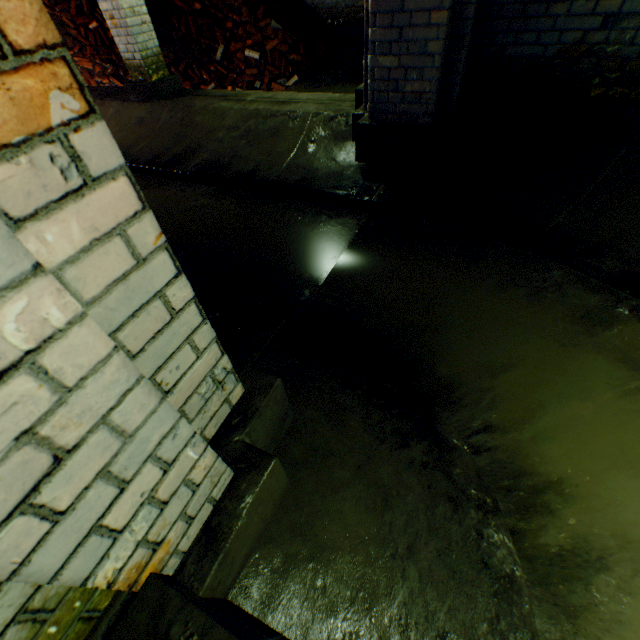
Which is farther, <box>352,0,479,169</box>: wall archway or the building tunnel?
<box>352,0,479,169</box>: wall archway

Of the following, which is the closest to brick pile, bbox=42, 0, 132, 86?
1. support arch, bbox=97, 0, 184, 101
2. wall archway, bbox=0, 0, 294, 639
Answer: support arch, bbox=97, 0, 184, 101

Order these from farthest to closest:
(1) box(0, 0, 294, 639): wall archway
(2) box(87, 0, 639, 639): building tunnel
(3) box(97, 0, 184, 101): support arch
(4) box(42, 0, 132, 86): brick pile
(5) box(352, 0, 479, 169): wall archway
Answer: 1. (4) box(42, 0, 132, 86): brick pile
2. (3) box(97, 0, 184, 101): support arch
3. (5) box(352, 0, 479, 169): wall archway
4. (2) box(87, 0, 639, 639): building tunnel
5. (1) box(0, 0, 294, 639): wall archway

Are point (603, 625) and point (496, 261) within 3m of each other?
yes

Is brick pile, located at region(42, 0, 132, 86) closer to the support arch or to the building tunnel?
the building tunnel

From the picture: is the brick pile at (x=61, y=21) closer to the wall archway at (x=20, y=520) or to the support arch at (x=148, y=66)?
the support arch at (x=148, y=66)

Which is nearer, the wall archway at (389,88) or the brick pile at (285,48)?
the wall archway at (389,88)
